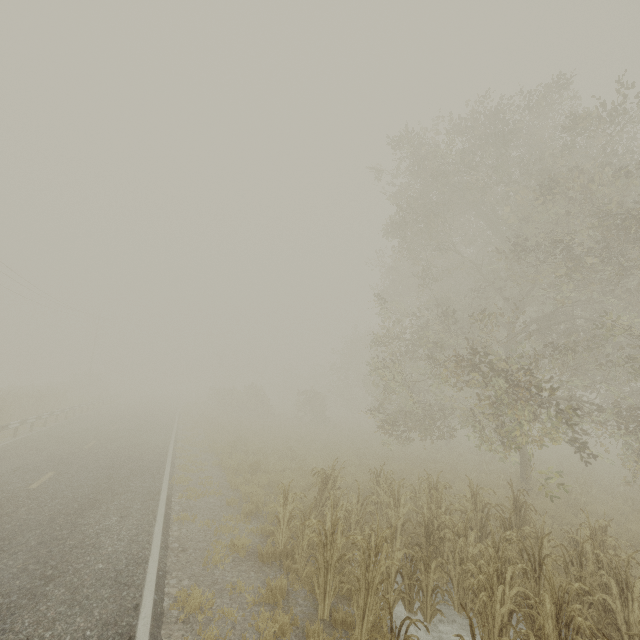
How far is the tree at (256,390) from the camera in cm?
3334

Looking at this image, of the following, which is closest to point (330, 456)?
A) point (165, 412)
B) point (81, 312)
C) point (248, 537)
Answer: point (248, 537)

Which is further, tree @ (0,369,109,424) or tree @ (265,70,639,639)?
tree @ (0,369,109,424)

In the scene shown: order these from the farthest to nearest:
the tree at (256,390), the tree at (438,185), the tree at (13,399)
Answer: the tree at (256,390) → the tree at (13,399) → the tree at (438,185)

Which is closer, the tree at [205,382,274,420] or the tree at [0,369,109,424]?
the tree at [0,369,109,424]

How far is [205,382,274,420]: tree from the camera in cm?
3334

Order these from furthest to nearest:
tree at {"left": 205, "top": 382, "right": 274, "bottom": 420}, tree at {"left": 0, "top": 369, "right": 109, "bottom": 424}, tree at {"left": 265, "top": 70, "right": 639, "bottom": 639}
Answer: tree at {"left": 205, "top": 382, "right": 274, "bottom": 420}, tree at {"left": 0, "top": 369, "right": 109, "bottom": 424}, tree at {"left": 265, "top": 70, "right": 639, "bottom": 639}
